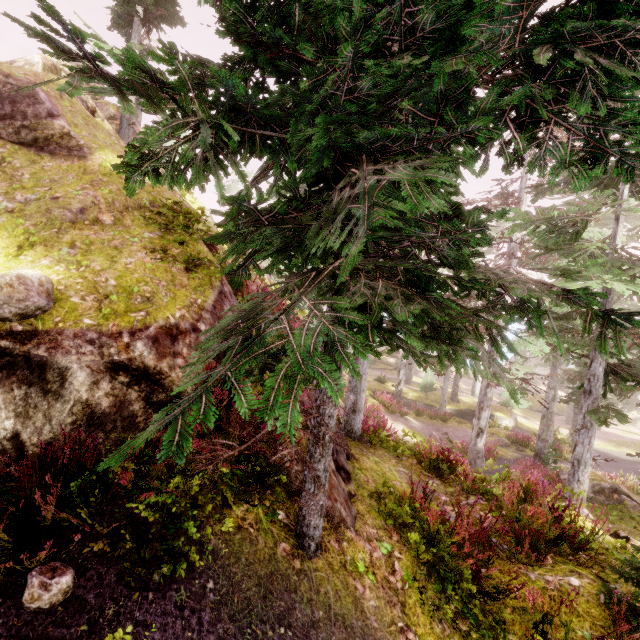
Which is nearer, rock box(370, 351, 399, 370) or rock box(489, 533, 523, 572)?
rock box(489, 533, 523, 572)

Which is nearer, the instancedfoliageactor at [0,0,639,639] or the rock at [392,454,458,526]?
the instancedfoliageactor at [0,0,639,639]

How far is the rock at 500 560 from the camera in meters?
5.2

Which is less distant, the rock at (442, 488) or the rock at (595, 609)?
the rock at (595, 609)

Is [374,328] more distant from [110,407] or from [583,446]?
[583,446]

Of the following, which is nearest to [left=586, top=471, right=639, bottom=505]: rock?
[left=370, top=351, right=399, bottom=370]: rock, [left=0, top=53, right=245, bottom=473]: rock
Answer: [left=0, top=53, right=245, bottom=473]: rock

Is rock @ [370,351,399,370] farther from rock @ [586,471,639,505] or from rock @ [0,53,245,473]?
rock @ [586,471,639,505]

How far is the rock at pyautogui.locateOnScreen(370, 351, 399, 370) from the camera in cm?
4628
